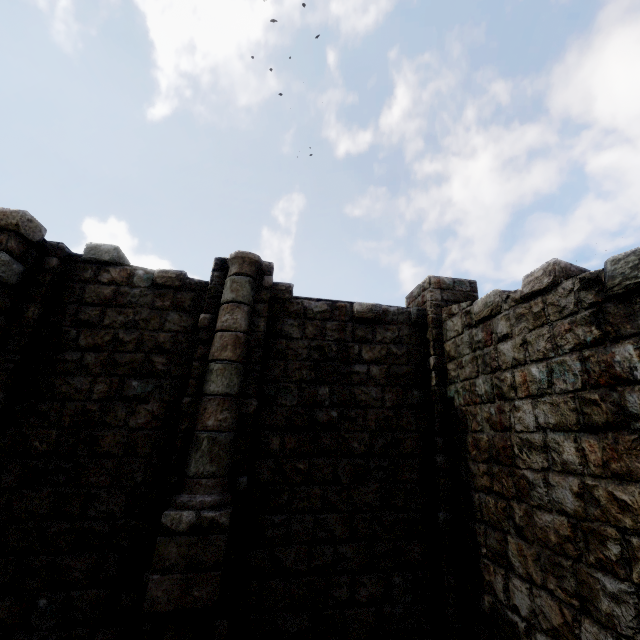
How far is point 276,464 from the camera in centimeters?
608cm
